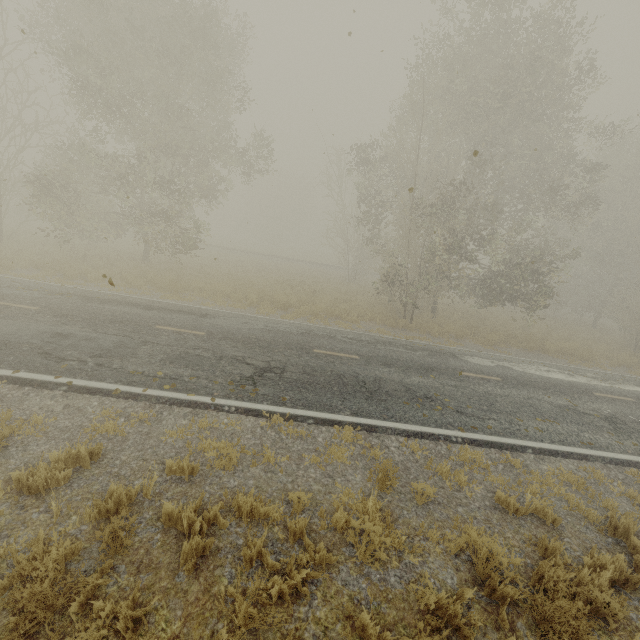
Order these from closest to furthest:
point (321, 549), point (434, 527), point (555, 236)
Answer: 1. point (321, 549)
2. point (434, 527)
3. point (555, 236)
